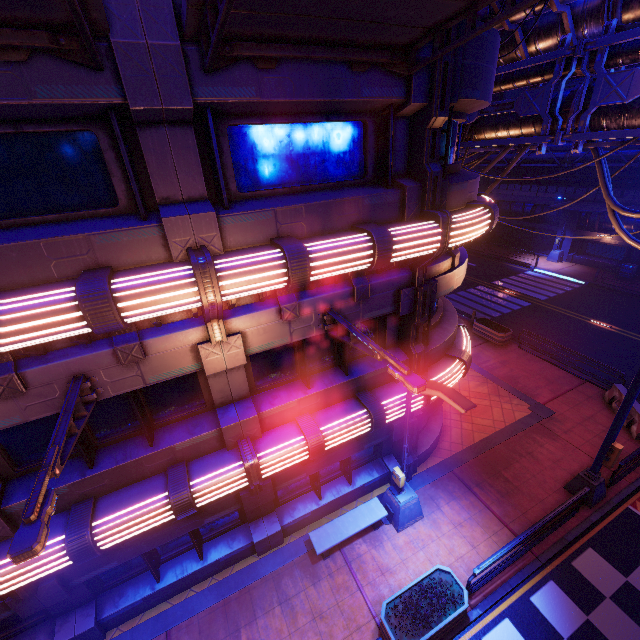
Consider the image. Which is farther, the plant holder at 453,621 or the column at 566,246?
the column at 566,246

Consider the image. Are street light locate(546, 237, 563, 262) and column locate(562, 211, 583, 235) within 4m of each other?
yes

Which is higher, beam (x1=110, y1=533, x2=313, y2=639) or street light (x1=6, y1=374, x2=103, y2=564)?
street light (x1=6, y1=374, x2=103, y2=564)

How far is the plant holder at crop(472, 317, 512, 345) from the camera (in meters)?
18.88

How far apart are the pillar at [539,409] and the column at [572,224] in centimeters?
2326cm

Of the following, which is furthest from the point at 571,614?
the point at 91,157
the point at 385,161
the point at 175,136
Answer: the point at 91,157

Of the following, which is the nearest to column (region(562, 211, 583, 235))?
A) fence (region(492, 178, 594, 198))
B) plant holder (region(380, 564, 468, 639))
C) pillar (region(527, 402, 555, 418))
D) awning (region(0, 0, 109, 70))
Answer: fence (region(492, 178, 594, 198))

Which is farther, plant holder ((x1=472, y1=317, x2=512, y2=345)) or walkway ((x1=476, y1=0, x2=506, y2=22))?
plant holder ((x1=472, y1=317, x2=512, y2=345))
